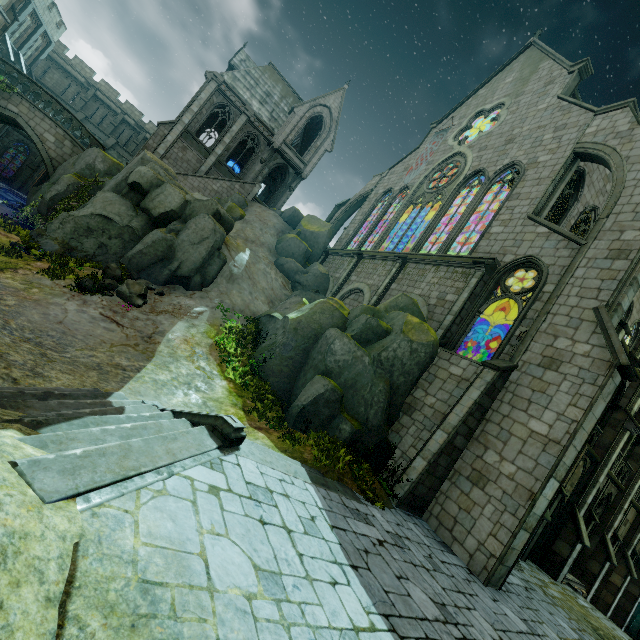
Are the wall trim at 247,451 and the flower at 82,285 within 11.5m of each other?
yes

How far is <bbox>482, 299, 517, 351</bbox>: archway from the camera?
16.06m

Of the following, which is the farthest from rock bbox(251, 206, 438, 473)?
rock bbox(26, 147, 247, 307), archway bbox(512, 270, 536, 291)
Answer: rock bbox(26, 147, 247, 307)

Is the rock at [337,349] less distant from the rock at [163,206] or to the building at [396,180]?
the building at [396,180]

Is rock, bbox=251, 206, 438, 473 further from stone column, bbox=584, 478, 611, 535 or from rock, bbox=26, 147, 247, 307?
stone column, bbox=584, 478, 611, 535

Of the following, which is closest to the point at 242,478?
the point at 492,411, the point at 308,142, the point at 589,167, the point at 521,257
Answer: the point at 492,411

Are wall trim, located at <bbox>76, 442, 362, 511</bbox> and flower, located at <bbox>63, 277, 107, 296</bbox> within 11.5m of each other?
yes

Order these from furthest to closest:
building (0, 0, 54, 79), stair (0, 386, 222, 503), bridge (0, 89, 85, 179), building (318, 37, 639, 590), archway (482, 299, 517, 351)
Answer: building (0, 0, 54, 79) < bridge (0, 89, 85, 179) < archway (482, 299, 517, 351) < building (318, 37, 639, 590) < stair (0, 386, 222, 503)
